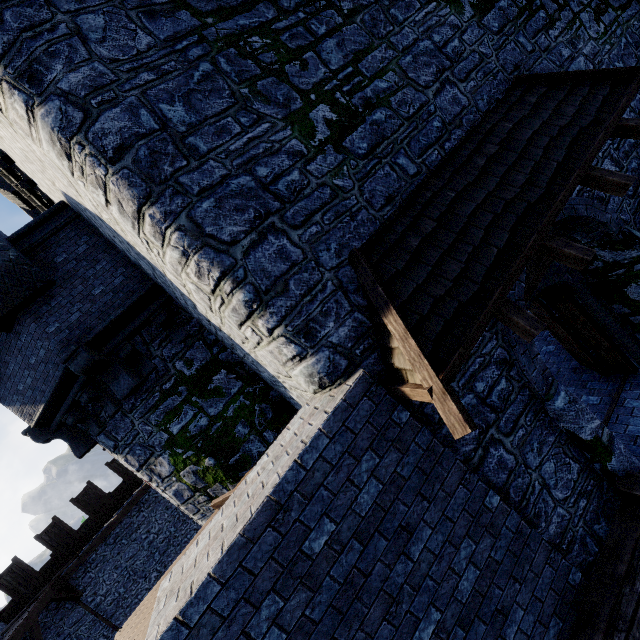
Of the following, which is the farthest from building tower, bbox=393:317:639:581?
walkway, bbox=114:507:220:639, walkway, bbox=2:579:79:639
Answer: walkway, bbox=2:579:79:639

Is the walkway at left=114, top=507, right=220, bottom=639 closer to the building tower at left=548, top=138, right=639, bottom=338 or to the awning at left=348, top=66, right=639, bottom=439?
the building tower at left=548, top=138, right=639, bottom=338

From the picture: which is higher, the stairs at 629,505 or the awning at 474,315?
the awning at 474,315

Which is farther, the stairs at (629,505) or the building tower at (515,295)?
the building tower at (515,295)

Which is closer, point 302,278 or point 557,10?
point 302,278

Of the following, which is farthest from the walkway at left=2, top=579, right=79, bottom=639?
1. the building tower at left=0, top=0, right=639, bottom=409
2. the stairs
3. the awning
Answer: the awning

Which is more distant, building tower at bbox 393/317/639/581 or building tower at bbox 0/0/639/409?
building tower at bbox 393/317/639/581

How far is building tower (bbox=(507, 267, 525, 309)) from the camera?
4.2 meters
